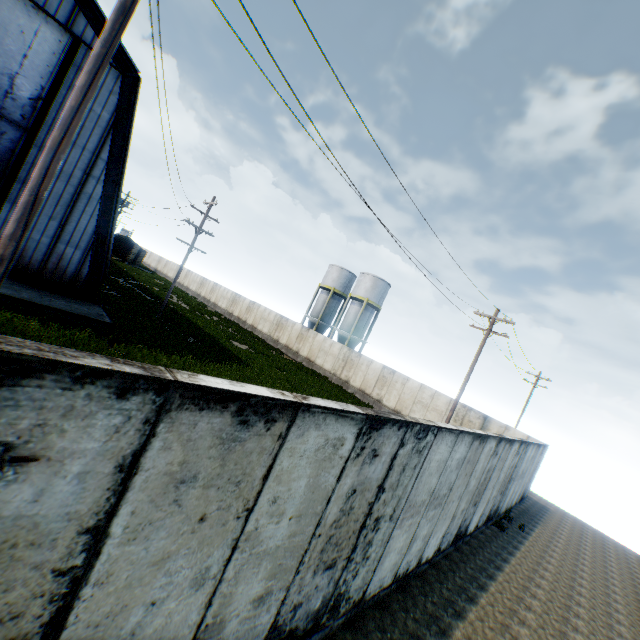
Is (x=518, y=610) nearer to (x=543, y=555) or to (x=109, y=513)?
(x=543, y=555)

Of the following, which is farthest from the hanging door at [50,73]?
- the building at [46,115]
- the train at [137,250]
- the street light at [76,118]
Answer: the train at [137,250]

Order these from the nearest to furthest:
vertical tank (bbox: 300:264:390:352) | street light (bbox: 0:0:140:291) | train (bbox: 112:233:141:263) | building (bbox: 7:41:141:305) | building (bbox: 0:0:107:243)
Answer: street light (bbox: 0:0:140:291) → building (bbox: 0:0:107:243) → building (bbox: 7:41:141:305) → vertical tank (bbox: 300:264:390:352) → train (bbox: 112:233:141:263)

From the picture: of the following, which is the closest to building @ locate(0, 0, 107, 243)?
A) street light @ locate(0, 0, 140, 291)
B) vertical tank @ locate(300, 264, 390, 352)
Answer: street light @ locate(0, 0, 140, 291)

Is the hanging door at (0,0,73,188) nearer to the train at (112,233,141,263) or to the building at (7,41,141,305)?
the building at (7,41,141,305)

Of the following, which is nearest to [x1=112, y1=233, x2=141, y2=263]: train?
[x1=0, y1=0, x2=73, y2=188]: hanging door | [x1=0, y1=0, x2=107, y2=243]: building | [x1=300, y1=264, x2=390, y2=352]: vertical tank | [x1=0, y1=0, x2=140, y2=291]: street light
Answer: [x1=0, y1=0, x2=107, y2=243]: building

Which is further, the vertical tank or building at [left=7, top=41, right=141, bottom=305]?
the vertical tank

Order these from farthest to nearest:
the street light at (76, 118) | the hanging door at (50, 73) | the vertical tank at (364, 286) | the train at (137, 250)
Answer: the train at (137, 250) → the vertical tank at (364, 286) → the hanging door at (50, 73) → the street light at (76, 118)
